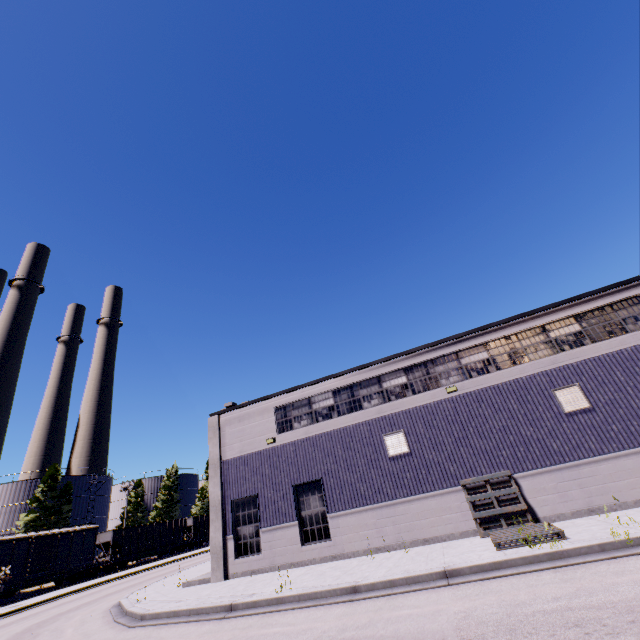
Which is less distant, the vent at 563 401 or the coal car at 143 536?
the vent at 563 401

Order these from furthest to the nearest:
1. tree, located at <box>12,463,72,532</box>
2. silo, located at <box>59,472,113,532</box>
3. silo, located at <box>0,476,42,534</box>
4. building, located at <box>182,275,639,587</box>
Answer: silo, located at <box>59,472,113,532</box> → silo, located at <box>0,476,42,534</box> → tree, located at <box>12,463,72,532</box> → building, located at <box>182,275,639,587</box>

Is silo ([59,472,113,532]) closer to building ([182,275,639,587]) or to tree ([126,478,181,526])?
tree ([126,478,181,526])

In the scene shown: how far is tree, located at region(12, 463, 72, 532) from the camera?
42.0 meters

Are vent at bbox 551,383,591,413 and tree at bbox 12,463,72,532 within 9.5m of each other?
no

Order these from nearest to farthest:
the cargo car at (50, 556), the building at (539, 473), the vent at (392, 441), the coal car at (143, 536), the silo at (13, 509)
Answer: the building at (539, 473)
the vent at (392, 441)
the cargo car at (50, 556)
the coal car at (143, 536)
the silo at (13, 509)

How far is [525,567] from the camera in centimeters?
819cm

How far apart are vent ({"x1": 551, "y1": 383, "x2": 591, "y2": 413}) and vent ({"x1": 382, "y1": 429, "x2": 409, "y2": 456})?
6.23m
